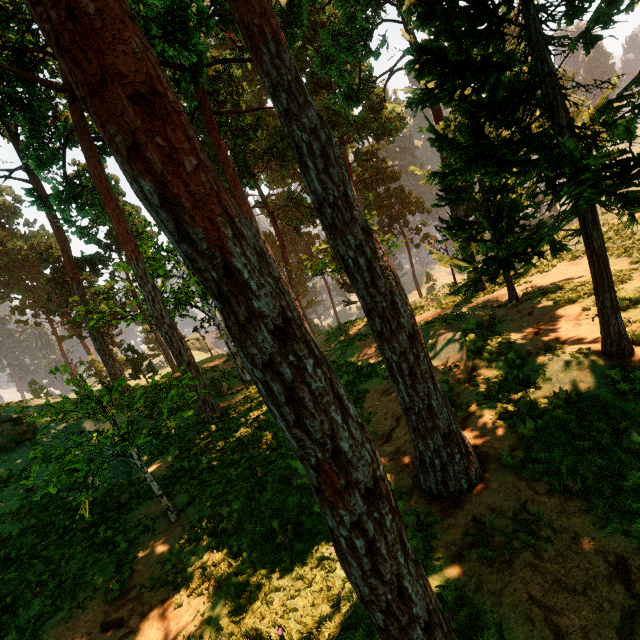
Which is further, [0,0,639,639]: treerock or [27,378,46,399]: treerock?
[27,378,46,399]: treerock

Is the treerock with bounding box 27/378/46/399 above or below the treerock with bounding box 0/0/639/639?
below

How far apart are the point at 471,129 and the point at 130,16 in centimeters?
673cm

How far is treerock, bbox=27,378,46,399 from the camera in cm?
5569

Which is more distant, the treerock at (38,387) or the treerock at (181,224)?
the treerock at (38,387)

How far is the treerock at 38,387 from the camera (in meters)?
55.69
